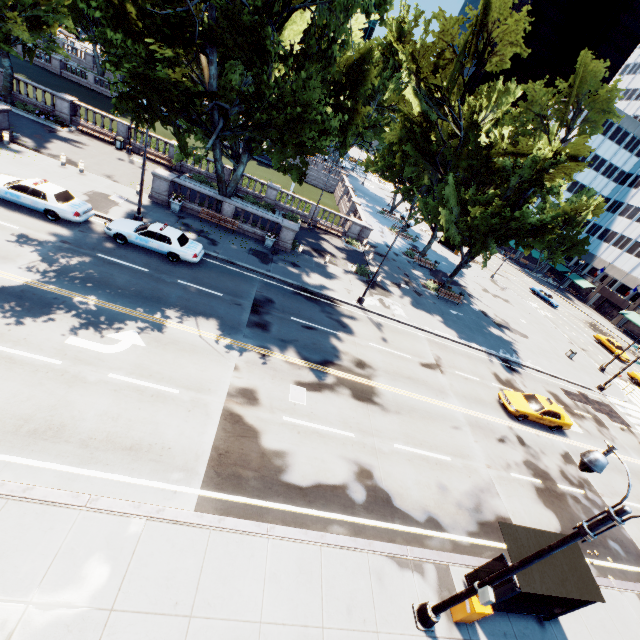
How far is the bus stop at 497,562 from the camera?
9.8 meters

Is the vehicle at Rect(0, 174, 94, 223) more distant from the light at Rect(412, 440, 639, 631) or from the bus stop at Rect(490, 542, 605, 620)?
the bus stop at Rect(490, 542, 605, 620)

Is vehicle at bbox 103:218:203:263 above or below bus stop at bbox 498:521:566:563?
below

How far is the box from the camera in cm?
936

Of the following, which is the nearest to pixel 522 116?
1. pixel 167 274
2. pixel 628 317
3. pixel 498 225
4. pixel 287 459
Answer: pixel 498 225

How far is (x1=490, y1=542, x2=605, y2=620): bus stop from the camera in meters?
9.3

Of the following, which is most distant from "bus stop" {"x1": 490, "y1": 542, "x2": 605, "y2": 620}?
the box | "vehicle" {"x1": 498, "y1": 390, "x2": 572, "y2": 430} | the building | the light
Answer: the building

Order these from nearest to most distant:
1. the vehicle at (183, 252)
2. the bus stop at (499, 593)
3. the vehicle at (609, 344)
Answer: the bus stop at (499, 593) → the vehicle at (183, 252) → the vehicle at (609, 344)
